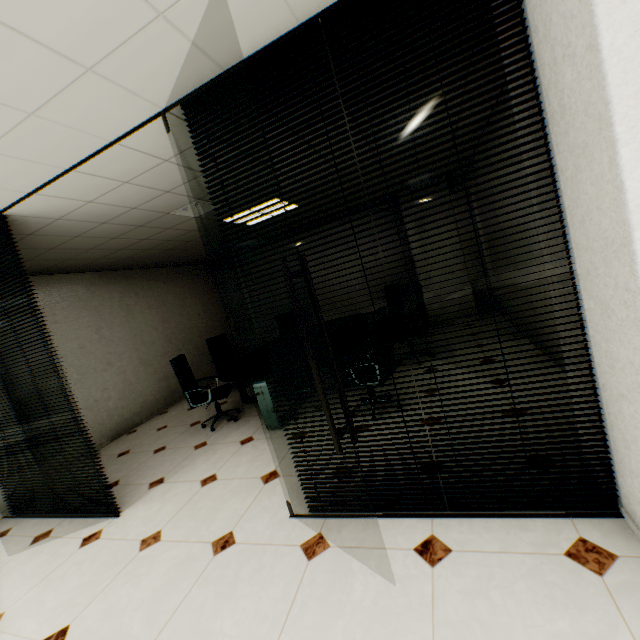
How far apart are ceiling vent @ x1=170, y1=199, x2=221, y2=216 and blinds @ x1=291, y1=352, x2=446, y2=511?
1.9m

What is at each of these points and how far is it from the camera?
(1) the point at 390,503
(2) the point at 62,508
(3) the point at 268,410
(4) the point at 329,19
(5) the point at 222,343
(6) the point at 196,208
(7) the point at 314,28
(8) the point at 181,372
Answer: (1) blinds, 2.2 meters
(2) blinds, 3.5 meters
(3) table, 4.0 meters
(4) blinds, 1.7 meters
(5) chair, 6.9 meters
(6) ceiling vent, 4.1 meters
(7) blinds, 1.7 meters
(8) chair, 4.7 meters

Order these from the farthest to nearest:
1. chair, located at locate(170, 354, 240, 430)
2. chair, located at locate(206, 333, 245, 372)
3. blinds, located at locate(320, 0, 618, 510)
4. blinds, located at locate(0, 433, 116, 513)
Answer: chair, located at locate(206, 333, 245, 372), chair, located at locate(170, 354, 240, 430), blinds, located at locate(0, 433, 116, 513), blinds, located at locate(320, 0, 618, 510)

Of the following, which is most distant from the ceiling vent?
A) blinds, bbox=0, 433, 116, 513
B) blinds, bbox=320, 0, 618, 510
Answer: blinds, bbox=0, 433, 116, 513

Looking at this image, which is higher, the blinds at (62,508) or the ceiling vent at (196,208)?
the ceiling vent at (196,208)

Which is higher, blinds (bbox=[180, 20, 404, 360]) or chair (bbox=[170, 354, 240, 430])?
blinds (bbox=[180, 20, 404, 360])

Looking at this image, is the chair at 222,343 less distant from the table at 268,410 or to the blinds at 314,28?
the table at 268,410

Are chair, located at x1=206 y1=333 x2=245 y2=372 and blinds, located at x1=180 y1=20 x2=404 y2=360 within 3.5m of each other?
no
